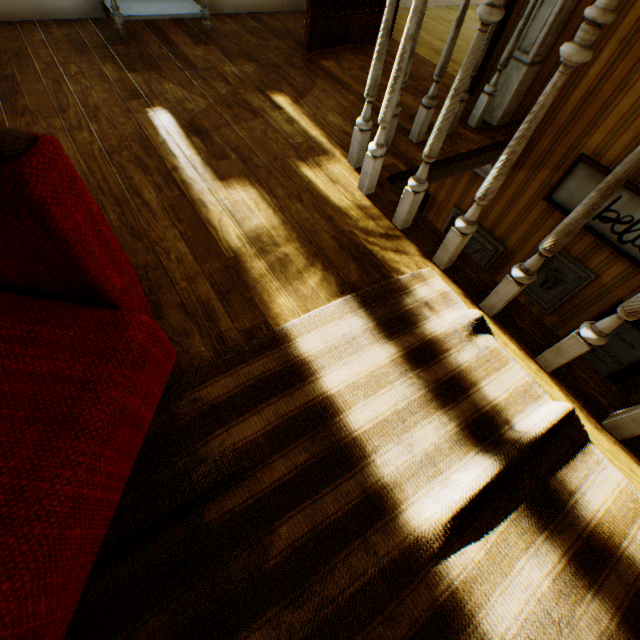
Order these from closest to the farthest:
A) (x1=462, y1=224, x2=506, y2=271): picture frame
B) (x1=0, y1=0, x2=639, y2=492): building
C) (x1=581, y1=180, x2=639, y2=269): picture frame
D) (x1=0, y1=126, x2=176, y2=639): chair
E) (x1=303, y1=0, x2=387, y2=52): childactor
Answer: (x1=0, y1=126, x2=176, y2=639): chair → (x1=0, y1=0, x2=639, y2=492): building → (x1=581, y1=180, x2=639, y2=269): picture frame → (x1=303, y1=0, x2=387, y2=52): childactor → (x1=462, y1=224, x2=506, y2=271): picture frame

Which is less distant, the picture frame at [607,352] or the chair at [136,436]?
the chair at [136,436]

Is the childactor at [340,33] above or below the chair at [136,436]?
below

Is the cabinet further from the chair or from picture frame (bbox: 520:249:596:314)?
picture frame (bbox: 520:249:596:314)

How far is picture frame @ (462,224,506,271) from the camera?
3.42m

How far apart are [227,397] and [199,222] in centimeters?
98cm

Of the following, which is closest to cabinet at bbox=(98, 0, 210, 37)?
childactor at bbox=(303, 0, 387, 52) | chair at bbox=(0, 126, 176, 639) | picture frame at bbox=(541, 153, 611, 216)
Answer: childactor at bbox=(303, 0, 387, 52)

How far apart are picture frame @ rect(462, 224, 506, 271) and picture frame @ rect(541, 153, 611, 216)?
0.6m
